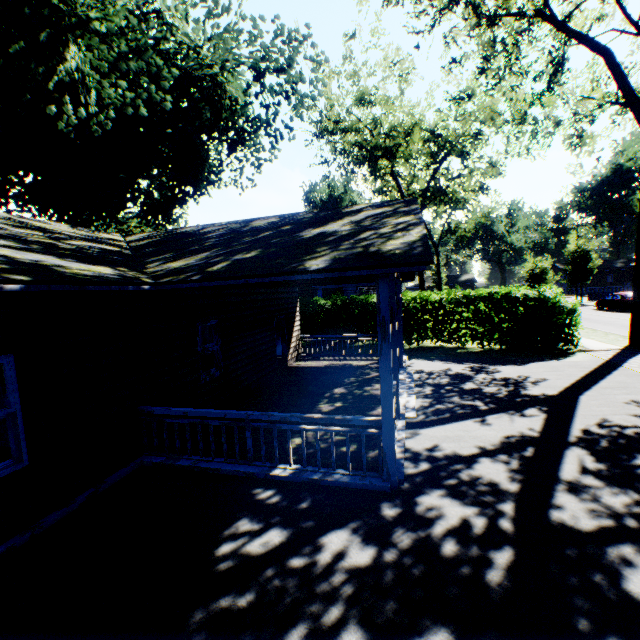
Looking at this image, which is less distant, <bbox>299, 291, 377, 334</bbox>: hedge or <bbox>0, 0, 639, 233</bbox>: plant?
<bbox>0, 0, 639, 233</bbox>: plant

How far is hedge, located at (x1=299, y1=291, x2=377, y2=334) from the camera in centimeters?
1805cm

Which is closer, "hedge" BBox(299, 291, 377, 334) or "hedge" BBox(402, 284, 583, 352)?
"hedge" BBox(402, 284, 583, 352)

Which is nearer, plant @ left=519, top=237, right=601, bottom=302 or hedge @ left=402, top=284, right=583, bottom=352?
hedge @ left=402, top=284, right=583, bottom=352

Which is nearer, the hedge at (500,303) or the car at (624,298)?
the hedge at (500,303)

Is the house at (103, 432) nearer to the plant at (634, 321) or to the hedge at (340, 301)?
the plant at (634, 321)

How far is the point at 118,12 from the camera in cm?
1274

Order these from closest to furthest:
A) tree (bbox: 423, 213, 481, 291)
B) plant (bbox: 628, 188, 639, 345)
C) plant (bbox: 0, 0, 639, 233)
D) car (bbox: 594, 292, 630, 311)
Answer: plant (bbox: 0, 0, 639, 233), plant (bbox: 628, 188, 639, 345), car (bbox: 594, 292, 630, 311), tree (bbox: 423, 213, 481, 291)
